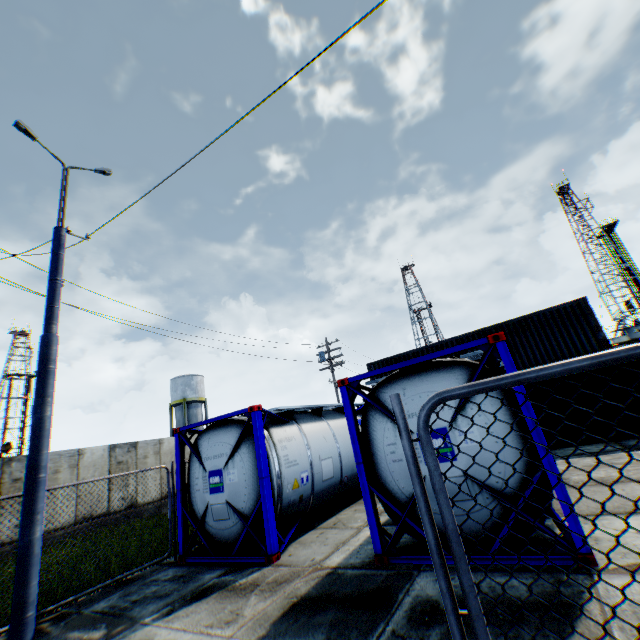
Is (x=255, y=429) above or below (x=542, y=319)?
below

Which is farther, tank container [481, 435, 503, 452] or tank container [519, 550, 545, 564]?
tank container [481, 435, 503, 452]

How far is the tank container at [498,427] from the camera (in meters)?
4.72

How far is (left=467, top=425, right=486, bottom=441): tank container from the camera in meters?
4.8

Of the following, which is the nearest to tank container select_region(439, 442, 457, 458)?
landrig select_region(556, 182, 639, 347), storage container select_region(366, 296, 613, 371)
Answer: storage container select_region(366, 296, 613, 371)

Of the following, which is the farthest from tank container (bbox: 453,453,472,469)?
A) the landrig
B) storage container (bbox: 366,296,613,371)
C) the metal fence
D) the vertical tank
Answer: the landrig

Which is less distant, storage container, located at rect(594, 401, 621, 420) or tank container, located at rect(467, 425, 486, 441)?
tank container, located at rect(467, 425, 486, 441)
